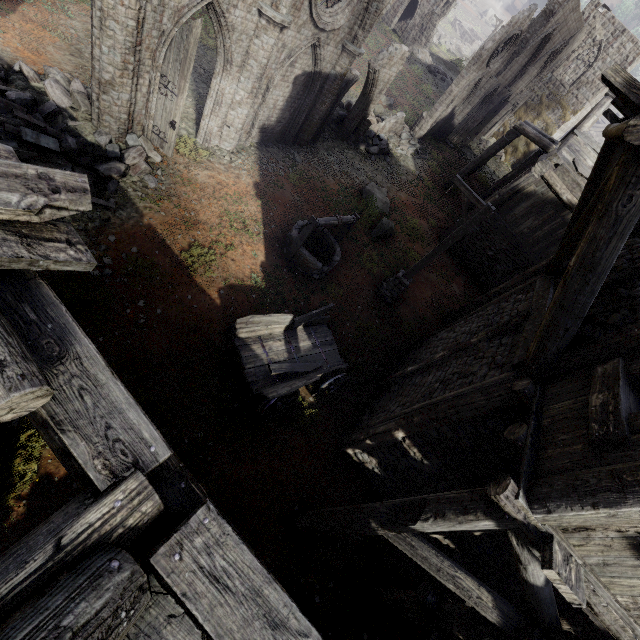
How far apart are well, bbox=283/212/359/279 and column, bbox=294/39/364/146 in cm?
534

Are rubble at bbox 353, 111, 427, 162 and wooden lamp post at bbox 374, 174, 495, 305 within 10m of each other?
yes

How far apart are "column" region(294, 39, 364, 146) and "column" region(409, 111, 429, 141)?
10.1 meters

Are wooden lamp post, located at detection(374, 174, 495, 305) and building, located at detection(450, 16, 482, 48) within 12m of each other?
no

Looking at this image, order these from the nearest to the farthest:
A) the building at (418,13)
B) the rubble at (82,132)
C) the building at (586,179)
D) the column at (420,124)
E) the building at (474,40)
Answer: the building at (586,179) → the rubble at (82,132) → the column at (420,124) → the building at (418,13) → the building at (474,40)

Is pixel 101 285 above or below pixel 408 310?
below

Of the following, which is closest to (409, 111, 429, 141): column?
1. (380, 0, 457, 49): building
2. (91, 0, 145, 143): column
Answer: (91, 0, 145, 143): column

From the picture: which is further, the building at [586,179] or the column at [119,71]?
→ the column at [119,71]
